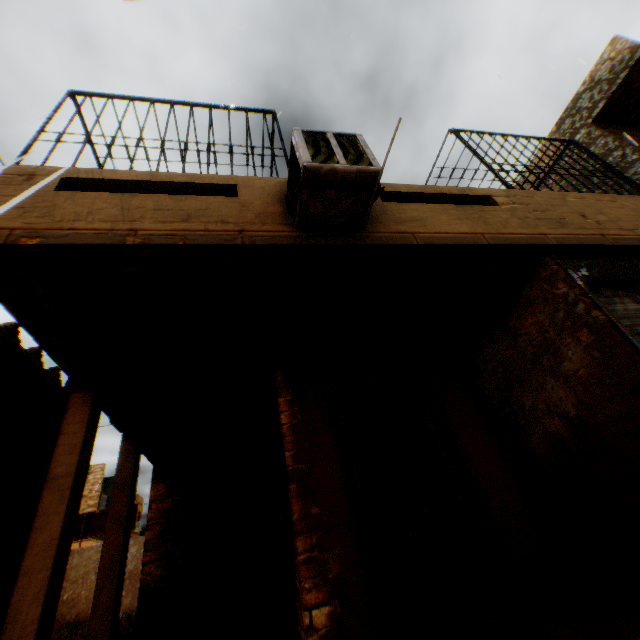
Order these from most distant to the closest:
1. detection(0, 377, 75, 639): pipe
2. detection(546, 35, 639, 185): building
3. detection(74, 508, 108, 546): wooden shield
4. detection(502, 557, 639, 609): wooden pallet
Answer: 1. detection(74, 508, 108, 546): wooden shield
2. detection(546, 35, 639, 185): building
3. detection(0, 377, 75, 639): pipe
4. detection(502, 557, 639, 609): wooden pallet

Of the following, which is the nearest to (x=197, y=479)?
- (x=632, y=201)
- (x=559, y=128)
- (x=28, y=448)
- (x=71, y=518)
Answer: (x=28, y=448)

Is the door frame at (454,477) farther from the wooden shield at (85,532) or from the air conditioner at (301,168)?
the wooden shield at (85,532)

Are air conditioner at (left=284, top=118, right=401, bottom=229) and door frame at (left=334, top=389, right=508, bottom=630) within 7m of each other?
yes

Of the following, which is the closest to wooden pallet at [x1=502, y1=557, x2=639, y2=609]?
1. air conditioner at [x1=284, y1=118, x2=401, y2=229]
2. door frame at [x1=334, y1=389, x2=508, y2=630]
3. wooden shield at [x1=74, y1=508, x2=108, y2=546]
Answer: door frame at [x1=334, y1=389, x2=508, y2=630]

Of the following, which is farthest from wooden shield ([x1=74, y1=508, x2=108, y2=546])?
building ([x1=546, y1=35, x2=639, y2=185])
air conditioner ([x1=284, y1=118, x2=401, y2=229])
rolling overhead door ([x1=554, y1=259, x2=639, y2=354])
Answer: rolling overhead door ([x1=554, y1=259, x2=639, y2=354])

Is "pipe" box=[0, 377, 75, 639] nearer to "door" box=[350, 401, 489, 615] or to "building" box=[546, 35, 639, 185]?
"building" box=[546, 35, 639, 185]

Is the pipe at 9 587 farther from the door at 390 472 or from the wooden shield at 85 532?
the wooden shield at 85 532
